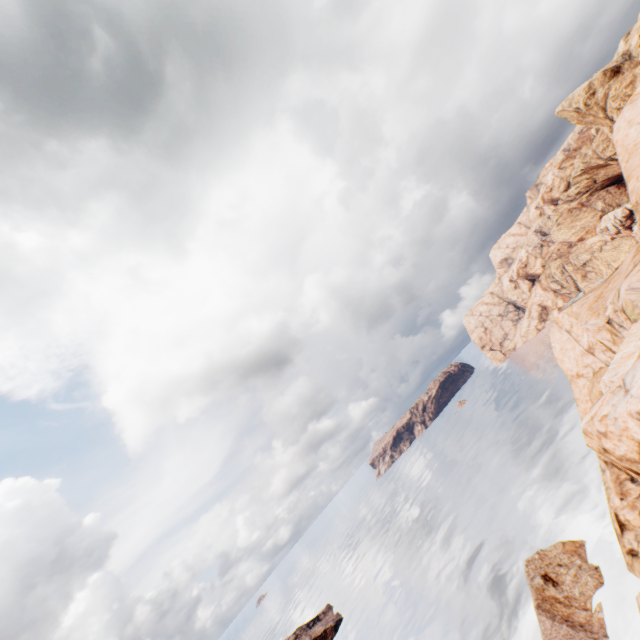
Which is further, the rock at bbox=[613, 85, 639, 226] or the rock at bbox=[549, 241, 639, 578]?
the rock at bbox=[613, 85, 639, 226]

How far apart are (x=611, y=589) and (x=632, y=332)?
29.07m

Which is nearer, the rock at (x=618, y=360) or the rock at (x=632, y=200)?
the rock at (x=618, y=360)

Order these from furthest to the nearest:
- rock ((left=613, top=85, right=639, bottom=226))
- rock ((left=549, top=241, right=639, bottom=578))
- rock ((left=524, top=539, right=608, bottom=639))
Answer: rock ((left=524, top=539, right=608, bottom=639))
rock ((left=613, top=85, right=639, bottom=226))
rock ((left=549, top=241, right=639, bottom=578))

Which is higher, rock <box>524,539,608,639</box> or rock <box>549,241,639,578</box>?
rock <box>549,241,639,578</box>
